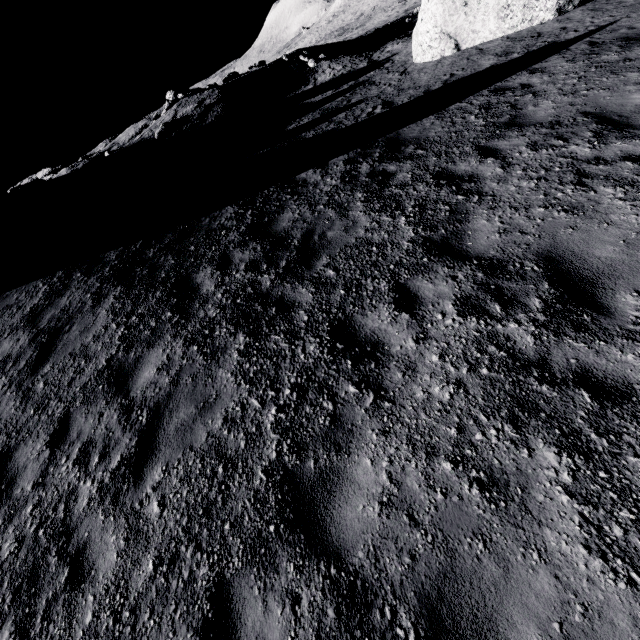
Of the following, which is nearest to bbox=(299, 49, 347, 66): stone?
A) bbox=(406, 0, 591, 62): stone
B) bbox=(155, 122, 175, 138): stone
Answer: bbox=(406, 0, 591, 62): stone

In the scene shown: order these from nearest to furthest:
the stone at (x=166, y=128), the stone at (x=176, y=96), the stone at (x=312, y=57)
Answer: the stone at (x=166, y=128)
the stone at (x=312, y=57)
the stone at (x=176, y=96)

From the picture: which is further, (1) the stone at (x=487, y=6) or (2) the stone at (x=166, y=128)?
(2) the stone at (x=166, y=128)

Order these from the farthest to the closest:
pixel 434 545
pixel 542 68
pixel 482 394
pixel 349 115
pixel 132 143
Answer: pixel 132 143, pixel 349 115, pixel 542 68, pixel 482 394, pixel 434 545

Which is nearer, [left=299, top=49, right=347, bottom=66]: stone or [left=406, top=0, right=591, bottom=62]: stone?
[left=406, top=0, right=591, bottom=62]: stone

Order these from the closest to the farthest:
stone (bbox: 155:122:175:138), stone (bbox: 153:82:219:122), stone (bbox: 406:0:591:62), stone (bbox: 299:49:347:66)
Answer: stone (bbox: 406:0:591:62) < stone (bbox: 155:122:175:138) < stone (bbox: 299:49:347:66) < stone (bbox: 153:82:219:122)

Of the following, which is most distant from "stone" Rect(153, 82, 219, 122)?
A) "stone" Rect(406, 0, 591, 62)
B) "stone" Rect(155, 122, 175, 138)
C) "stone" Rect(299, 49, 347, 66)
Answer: "stone" Rect(406, 0, 591, 62)
